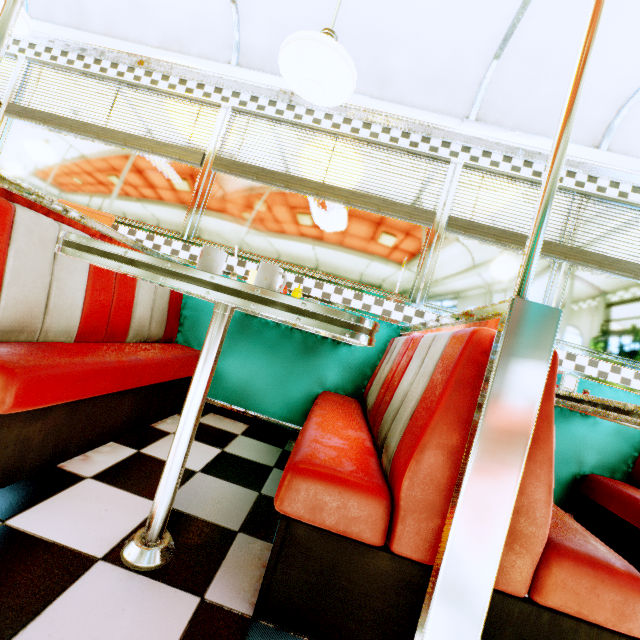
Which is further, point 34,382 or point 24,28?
point 24,28

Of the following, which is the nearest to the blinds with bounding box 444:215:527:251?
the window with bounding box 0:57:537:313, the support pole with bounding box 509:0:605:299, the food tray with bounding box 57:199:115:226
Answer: the window with bounding box 0:57:537:313

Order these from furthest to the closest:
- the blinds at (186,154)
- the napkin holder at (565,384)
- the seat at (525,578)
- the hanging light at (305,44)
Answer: the blinds at (186,154) → the napkin holder at (565,384) → the hanging light at (305,44) → the seat at (525,578)

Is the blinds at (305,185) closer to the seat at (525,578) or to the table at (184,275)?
the seat at (525,578)

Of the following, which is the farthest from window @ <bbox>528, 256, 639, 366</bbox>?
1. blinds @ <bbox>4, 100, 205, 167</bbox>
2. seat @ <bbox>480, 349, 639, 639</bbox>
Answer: seat @ <bbox>480, 349, 639, 639</bbox>

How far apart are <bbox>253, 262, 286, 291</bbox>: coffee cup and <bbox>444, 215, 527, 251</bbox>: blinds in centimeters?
194cm

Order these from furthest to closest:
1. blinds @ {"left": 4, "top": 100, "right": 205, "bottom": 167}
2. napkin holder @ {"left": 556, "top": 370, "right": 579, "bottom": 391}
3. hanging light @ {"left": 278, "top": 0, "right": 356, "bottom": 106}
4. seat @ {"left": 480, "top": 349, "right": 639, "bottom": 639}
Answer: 1. blinds @ {"left": 4, "top": 100, "right": 205, "bottom": 167}
2. napkin holder @ {"left": 556, "top": 370, "right": 579, "bottom": 391}
3. hanging light @ {"left": 278, "top": 0, "right": 356, "bottom": 106}
4. seat @ {"left": 480, "top": 349, "right": 639, "bottom": 639}

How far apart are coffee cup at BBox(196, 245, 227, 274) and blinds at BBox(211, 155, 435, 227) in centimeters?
174cm
